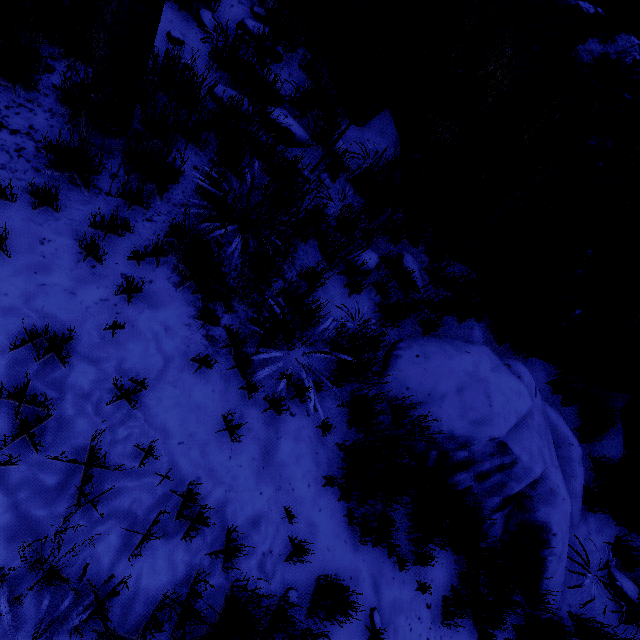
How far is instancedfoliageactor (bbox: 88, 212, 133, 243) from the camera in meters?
2.3

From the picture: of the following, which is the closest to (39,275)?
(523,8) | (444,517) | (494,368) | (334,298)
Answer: (334,298)

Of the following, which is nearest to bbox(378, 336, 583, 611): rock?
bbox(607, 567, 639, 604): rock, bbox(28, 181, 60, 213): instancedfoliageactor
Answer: bbox(28, 181, 60, 213): instancedfoliageactor

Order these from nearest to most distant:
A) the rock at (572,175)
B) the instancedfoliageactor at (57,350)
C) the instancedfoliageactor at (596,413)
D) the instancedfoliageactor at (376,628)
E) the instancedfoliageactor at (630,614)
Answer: the instancedfoliageactor at (57,350)
the instancedfoliageactor at (376,628)
the rock at (572,175)
the instancedfoliageactor at (630,614)
the instancedfoliageactor at (596,413)

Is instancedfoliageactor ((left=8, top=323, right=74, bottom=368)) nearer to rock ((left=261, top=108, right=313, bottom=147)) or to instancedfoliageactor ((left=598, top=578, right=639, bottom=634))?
rock ((left=261, top=108, right=313, bottom=147))

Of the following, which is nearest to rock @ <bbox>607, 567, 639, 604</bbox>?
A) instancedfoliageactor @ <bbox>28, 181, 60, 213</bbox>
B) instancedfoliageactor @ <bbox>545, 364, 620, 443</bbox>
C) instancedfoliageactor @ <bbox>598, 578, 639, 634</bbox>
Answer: instancedfoliageactor @ <bbox>598, 578, 639, 634</bbox>

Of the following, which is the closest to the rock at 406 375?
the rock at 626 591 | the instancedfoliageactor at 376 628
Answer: the rock at 626 591

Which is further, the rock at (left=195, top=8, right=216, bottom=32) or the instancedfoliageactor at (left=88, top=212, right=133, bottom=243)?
the rock at (left=195, top=8, right=216, bottom=32)
